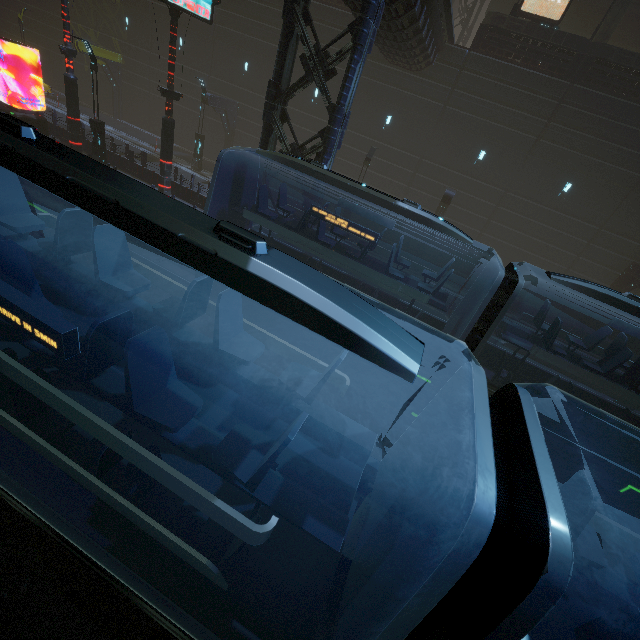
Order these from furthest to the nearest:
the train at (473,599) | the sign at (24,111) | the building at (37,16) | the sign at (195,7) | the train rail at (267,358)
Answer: the building at (37,16)
the sign at (24,111)
the sign at (195,7)
the train rail at (267,358)
the train at (473,599)

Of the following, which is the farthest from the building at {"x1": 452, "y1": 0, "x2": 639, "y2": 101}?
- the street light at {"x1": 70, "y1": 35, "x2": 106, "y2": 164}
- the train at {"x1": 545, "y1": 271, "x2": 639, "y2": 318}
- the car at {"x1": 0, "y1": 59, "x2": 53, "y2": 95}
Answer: the train at {"x1": 545, "y1": 271, "x2": 639, "y2": 318}

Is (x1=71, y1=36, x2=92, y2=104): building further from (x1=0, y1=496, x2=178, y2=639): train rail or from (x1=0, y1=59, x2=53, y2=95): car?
(x1=0, y1=59, x2=53, y2=95): car

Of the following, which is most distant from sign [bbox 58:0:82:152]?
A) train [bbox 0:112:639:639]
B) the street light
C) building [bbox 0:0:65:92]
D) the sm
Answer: the sm

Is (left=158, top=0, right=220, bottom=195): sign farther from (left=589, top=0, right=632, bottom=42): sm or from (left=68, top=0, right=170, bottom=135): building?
(left=589, top=0, right=632, bottom=42): sm

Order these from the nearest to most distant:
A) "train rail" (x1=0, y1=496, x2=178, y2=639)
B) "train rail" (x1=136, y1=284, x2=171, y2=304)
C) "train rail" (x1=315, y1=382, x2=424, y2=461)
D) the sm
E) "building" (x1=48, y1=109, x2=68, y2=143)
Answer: "train rail" (x1=0, y1=496, x2=178, y2=639), "train rail" (x1=315, y1=382, x2=424, y2=461), "train rail" (x1=136, y1=284, x2=171, y2=304), the sm, "building" (x1=48, y1=109, x2=68, y2=143)

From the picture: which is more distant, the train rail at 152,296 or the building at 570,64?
the building at 570,64

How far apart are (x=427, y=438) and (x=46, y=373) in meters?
5.0
